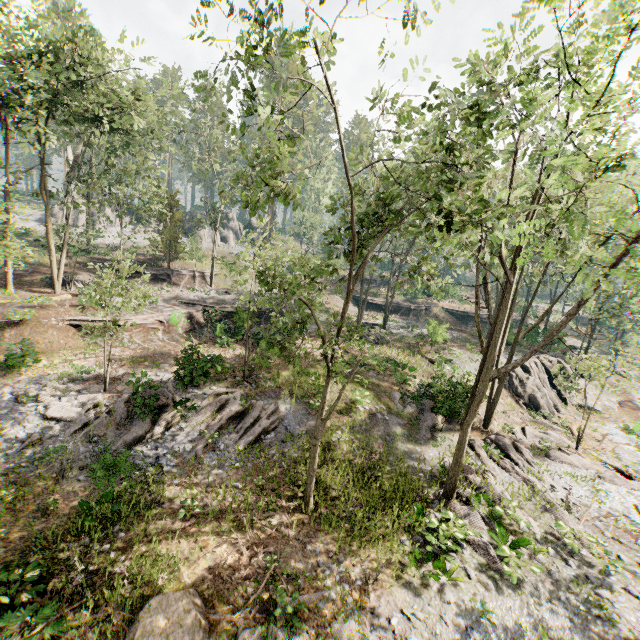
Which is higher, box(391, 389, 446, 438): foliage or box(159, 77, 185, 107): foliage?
box(159, 77, 185, 107): foliage

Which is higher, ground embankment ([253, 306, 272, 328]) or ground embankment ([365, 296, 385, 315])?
ground embankment ([365, 296, 385, 315])

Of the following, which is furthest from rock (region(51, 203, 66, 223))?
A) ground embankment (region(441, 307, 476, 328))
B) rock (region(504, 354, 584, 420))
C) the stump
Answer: the stump

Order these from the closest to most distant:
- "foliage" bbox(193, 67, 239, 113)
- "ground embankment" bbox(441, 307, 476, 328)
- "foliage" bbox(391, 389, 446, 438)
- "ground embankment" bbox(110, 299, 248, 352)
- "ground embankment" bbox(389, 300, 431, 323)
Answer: "foliage" bbox(193, 67, 239, 113) < "foliage" bbox(391, 389, 446, 438) < "ground embankment" bbox(110, 299, 248, 352) < "ground embankment" bbox(389, 300, 431, 323) < "ground embankment" bbox(441, 307, 476, 328)

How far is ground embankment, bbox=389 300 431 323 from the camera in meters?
44.1 m

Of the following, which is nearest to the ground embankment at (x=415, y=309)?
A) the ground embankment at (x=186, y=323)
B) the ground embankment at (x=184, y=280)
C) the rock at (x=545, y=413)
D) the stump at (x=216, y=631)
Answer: the ground embankment at (x=186, y=323)

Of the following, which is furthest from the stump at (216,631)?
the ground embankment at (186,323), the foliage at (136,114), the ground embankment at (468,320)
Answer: the ground embankment at (468,320)

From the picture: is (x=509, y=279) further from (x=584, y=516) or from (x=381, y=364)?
(x=381, y=364)
